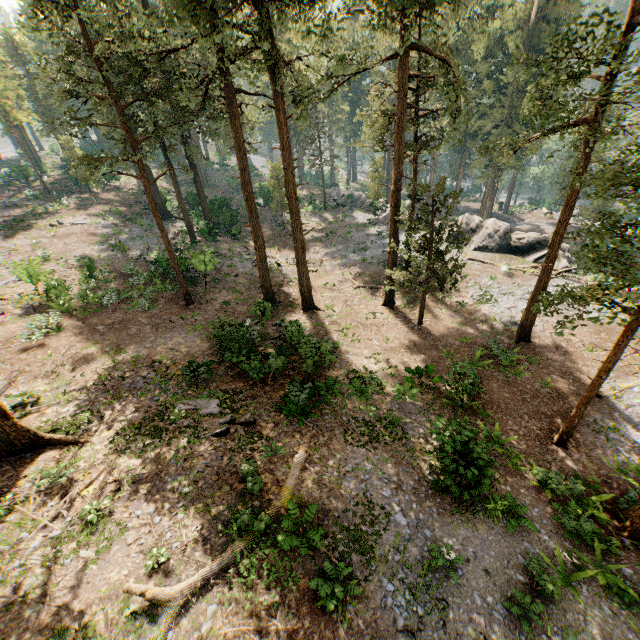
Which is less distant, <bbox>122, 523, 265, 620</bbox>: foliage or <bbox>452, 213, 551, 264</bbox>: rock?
<bbox>122, 523, 265, 620</bbox>: foliage

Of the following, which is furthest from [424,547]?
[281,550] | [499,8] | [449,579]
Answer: [499,8]

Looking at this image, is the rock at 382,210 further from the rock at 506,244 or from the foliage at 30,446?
the foliage at 30,446

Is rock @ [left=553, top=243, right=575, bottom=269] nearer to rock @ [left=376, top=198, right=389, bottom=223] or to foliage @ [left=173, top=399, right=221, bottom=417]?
rock @ [left=376, top=198, right=389, bottom=223]

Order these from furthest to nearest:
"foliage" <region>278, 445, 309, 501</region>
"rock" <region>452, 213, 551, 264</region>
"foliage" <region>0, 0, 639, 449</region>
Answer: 1. "rock" <region>452, 213, 551, 264</region>
2. "foliage" <region>0, 0, 639, 449</region>
3. "foliage" <region>278, 445, 309, 501</region>

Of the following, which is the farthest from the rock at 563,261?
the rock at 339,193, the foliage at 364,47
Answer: the foliage at 364,47

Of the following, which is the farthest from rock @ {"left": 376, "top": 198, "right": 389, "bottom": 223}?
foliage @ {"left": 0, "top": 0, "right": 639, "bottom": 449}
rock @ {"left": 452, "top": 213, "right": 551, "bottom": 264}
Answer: foliage @ {"left": 0, "top": 0, "right": 639, "bottom": 449}
